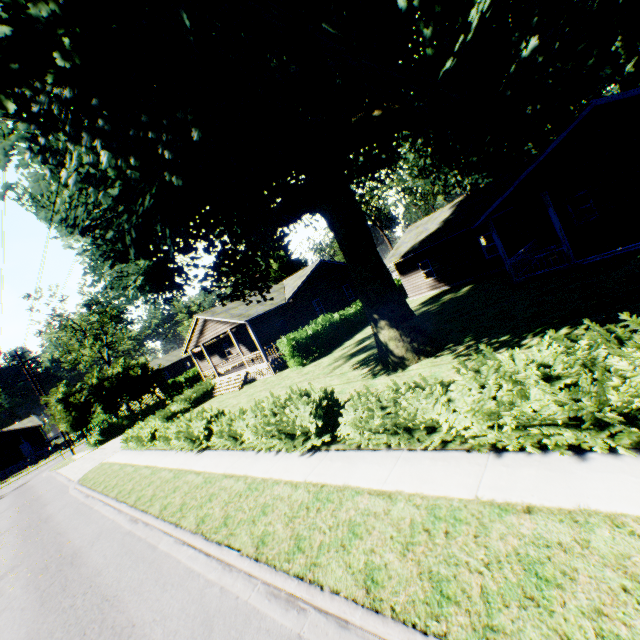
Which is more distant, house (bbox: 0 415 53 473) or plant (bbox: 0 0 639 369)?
house (bbox: 0 415 53 473)

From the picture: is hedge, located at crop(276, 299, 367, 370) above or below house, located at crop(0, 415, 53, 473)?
below

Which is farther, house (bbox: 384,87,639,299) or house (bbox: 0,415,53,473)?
house (bbox: 0,415,53,473)

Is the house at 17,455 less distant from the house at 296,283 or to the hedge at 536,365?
the house at 296,283

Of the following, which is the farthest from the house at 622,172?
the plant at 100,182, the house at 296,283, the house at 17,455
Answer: the house at 17,455

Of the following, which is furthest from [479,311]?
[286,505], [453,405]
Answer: [286,505]

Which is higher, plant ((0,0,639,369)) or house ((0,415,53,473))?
plant ((0,0,639,369))

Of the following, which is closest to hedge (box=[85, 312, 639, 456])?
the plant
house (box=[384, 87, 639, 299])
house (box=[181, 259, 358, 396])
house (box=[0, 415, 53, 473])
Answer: the plant
